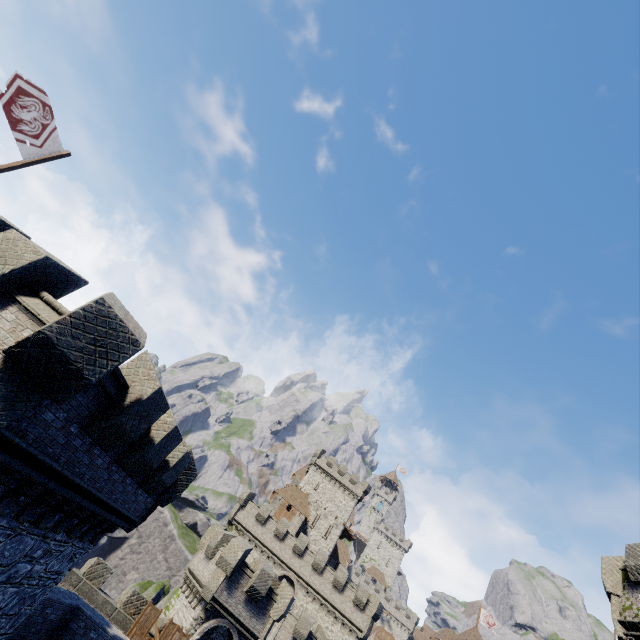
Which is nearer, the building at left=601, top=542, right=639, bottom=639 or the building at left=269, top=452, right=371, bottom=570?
the building at left=601, top=542, right=639, bottom=639

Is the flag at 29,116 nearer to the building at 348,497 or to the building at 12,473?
the building at 12,473

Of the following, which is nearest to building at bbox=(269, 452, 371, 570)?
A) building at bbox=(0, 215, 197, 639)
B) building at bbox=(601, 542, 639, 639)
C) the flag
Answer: building at bbox=(601, 542, 639, 639)

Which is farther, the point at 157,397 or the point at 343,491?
the point at 343,491

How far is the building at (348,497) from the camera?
51.8 meters

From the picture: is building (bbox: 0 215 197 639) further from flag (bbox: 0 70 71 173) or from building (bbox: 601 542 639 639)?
building (bbox: 601 542 639 639)

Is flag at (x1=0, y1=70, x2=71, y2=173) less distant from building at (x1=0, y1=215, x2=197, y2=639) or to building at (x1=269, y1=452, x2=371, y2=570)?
building at (x1=0, y1=215, x2=197, y2=639)

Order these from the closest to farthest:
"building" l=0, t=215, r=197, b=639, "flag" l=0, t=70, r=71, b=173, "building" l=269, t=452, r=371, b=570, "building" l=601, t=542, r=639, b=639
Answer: "building" l=0, t=215, r=197, b=639
"flag" l=0, t=70, r=71, b=173
"building" l=601, t=542, r=639, b=639
"building" l=269, t=452, r=371, b=570
